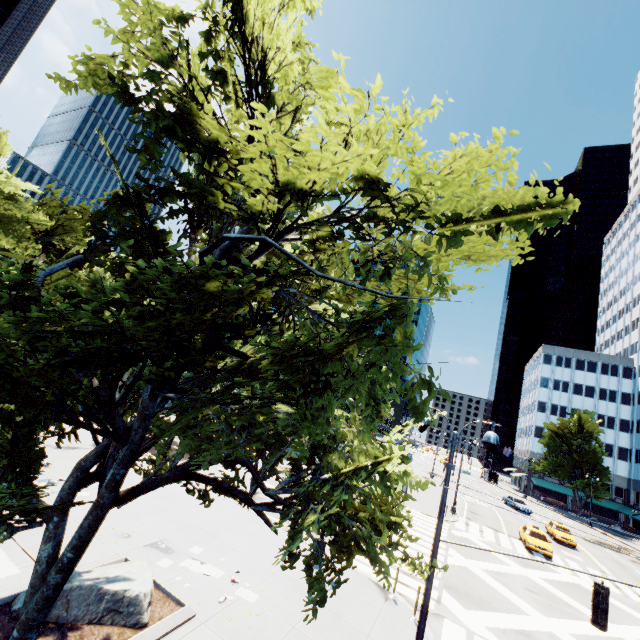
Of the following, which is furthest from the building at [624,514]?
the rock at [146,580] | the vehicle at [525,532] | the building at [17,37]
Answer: the building at [17,37]

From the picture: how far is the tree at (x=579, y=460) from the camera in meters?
54.9

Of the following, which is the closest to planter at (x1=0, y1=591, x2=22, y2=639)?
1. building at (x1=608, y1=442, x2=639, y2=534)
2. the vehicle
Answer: the vehicle

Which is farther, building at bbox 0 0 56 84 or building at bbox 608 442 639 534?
building at bbox 608 442 639 534

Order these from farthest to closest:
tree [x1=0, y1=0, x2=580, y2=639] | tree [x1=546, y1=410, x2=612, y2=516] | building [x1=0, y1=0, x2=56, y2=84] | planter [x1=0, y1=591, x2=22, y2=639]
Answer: tree [x1=546, y1=410, x2=612, y2=516] → building [x1=0, y1=0, x2=56, y2=84] → planter [x1=0, y1=591, x2=22, y2=639] → tree [x1=0, y1=0, x2=580, y2=639]

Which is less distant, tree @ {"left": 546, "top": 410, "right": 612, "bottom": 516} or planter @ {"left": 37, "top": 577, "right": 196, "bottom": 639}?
planter @ {"left": 37, "top": 577, "right": 196, "bottom": 639}

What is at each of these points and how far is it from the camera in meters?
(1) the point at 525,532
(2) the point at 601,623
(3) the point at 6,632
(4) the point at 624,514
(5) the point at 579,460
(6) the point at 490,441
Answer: (1) vehicle, 27.5 m
(2) traffic light, 7.0 m
(3) planter, 6.8 m
(4) building, 56.2 m
(5) tree, 57.5 m
(6) light, 8.9 m

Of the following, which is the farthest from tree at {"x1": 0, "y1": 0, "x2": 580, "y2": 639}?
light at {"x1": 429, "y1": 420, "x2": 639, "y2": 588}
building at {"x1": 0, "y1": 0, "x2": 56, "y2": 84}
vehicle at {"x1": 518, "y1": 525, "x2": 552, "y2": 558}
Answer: vehicle at {"x1": 518, "y1": 525, "x2": 552, "y2": 558}
